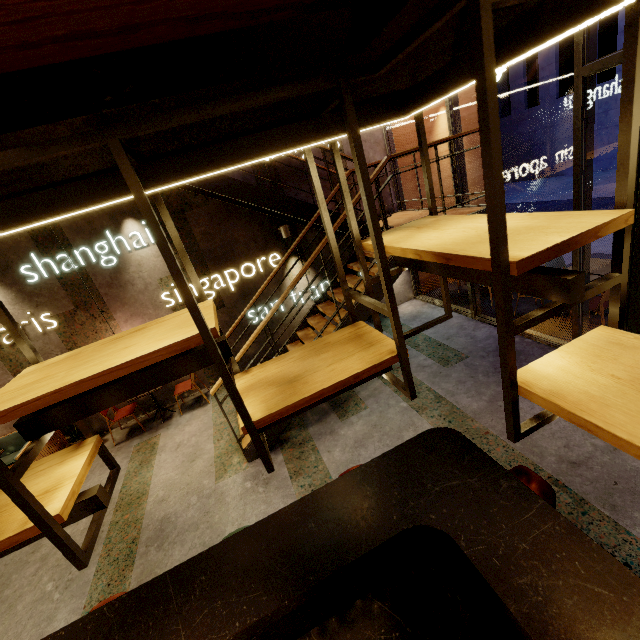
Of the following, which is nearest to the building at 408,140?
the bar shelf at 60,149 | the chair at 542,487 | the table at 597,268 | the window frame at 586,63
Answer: the window frame at 586,63

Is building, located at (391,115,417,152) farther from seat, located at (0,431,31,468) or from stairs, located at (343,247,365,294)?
seat, located at (0,431,31,468)

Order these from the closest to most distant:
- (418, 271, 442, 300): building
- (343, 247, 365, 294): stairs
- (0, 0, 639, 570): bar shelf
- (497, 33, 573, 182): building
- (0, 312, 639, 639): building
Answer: (0, 0, 639, 570): bar shelf, (0, 312, 639, 639): building, (343, 247, 365, 294): stairs, (418, 271, 442, 300): building, (497, 33, 573, 182): building

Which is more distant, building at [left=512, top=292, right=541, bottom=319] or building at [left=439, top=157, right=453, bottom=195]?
building at [left=439, top=157, right=453, bottom=195]

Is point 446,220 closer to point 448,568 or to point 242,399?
point 242,399

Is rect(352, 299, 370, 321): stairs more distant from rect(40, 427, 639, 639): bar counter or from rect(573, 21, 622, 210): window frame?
rect(40, 427, 639, 639): bar counter

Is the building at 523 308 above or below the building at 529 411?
above

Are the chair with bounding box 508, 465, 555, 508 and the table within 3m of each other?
no
